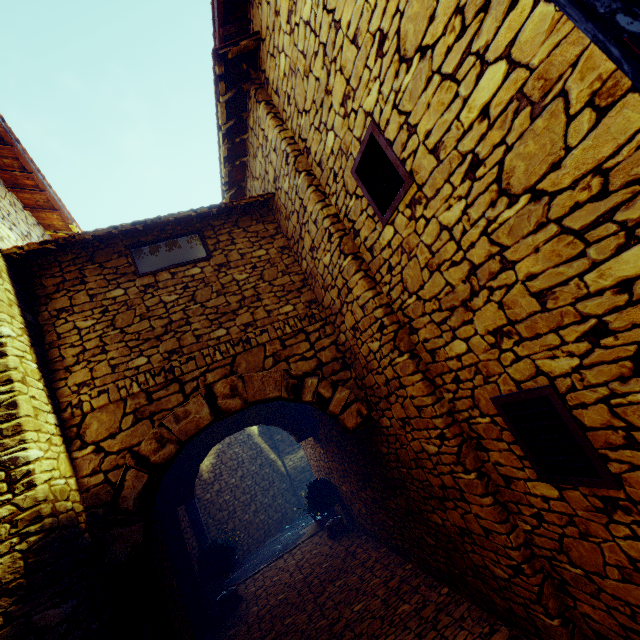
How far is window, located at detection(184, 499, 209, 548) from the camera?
7.7m

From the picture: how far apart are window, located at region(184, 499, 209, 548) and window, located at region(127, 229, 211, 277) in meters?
6.1

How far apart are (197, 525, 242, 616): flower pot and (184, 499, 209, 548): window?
0.2m

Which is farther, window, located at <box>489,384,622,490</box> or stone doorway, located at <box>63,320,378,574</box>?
stone doorway, located at <box>63,320,378,574</box>

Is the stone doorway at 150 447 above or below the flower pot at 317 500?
above

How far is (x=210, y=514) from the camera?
9.86m

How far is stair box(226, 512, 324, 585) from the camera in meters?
8.2 m

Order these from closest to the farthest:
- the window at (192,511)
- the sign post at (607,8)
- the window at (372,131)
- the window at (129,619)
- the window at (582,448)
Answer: the sign post at (607,8) → the window at (582,448) → the window at (372,131) → the window at (129,619) → the window at (192,511)
